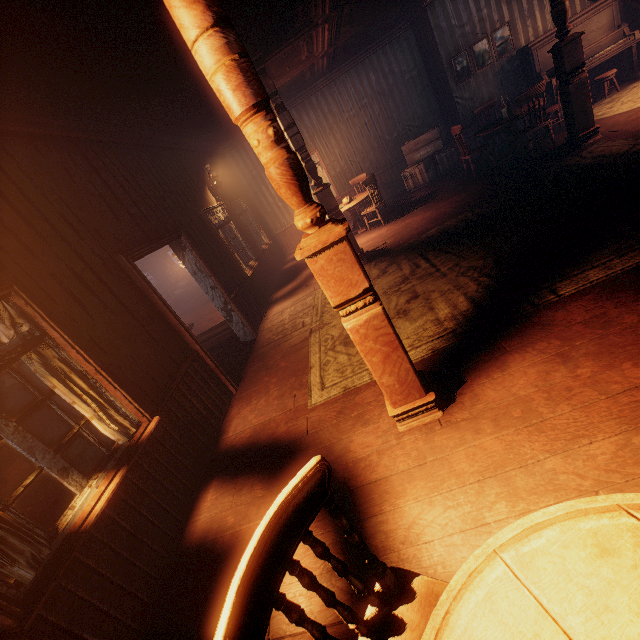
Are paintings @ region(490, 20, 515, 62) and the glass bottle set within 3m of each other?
yes

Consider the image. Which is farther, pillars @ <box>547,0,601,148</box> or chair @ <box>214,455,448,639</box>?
pillars @ <box>547,0,601,148</box>

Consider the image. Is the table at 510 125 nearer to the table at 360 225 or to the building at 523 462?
the building at 523 462

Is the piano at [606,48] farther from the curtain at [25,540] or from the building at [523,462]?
the curtain at [25,540]

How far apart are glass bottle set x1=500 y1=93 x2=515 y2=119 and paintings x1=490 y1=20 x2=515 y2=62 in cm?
195

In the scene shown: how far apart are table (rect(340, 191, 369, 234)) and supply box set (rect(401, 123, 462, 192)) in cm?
173

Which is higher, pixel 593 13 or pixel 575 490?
pixel 593 13

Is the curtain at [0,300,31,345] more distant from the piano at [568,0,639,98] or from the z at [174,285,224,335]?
the piano at [568,0,639,98]
